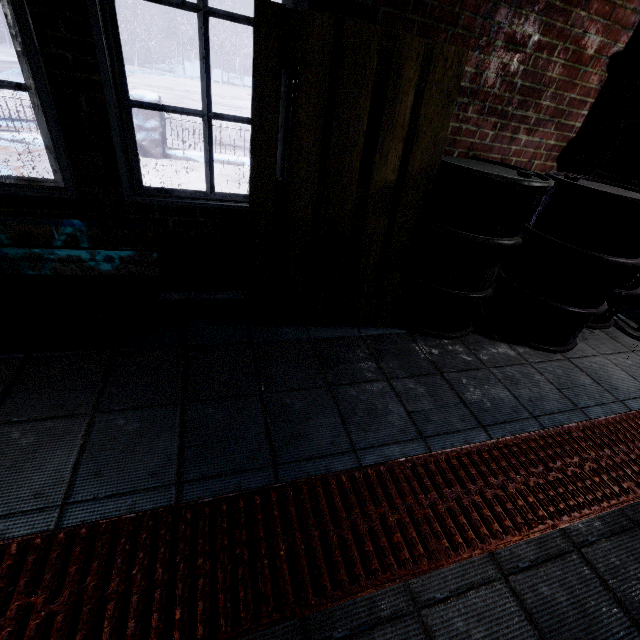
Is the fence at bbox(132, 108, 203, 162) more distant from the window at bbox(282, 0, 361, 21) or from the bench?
the bench

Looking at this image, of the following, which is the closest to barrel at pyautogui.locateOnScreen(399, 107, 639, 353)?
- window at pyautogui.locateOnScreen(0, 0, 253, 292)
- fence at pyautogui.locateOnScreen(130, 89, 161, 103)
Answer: window at pyautogui.locateOnScreen(0, 0, 253, 292)

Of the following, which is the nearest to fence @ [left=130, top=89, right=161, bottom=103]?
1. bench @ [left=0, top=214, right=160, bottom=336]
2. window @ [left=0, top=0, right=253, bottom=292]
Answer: window @ [left=0, top=0, right=253, bottom=292]

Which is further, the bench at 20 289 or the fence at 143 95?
the fence at 143 95

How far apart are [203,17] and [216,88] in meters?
35.1

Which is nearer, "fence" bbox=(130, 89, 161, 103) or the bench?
the bench

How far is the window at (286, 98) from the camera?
1.7 meters

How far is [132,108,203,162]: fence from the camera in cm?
519
